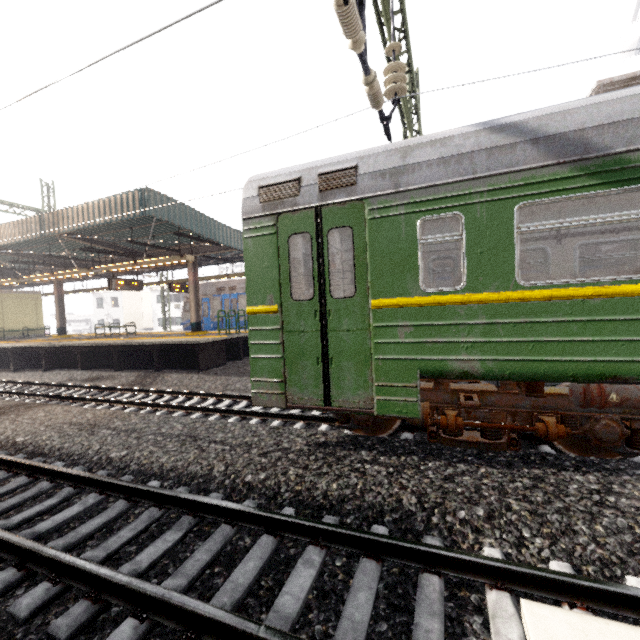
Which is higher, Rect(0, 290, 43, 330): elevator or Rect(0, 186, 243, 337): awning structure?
Rect(0, 186, 243, 337): awning structure

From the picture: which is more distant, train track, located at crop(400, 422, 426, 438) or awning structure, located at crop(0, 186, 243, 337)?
awning structure, located at crop(0, 186, 243, 337)

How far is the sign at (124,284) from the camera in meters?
13.5

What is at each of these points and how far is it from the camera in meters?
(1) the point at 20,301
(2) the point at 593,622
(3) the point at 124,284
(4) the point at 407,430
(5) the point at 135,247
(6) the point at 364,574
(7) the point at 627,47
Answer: (1) elevator, 20.0
(2) electrical rail conduit, 2.0
(3) sign, 14.0
(4) train track, 5.5
(5) awning structure, 14.7
(6) train track, 2.7
(7) building, 30.0

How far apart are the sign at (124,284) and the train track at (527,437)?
14.4 meters

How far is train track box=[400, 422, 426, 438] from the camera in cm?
535

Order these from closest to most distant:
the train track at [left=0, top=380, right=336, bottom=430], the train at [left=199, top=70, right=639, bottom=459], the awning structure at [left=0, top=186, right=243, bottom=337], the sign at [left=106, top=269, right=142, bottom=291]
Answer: the train at [left=199, top=70, right=639, bottom=459] → the train track at [left=0, top=380, right=336, bottom=430] → the awning structure at [left=0, top=186, right=243, bottom=337] → the sign at [left=106, top=269, right=142, bottom=291]

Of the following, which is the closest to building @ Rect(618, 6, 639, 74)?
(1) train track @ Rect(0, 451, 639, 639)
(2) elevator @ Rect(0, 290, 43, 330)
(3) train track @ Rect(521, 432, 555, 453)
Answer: (1) train track @ Rect(0, 451, 639, 639)
